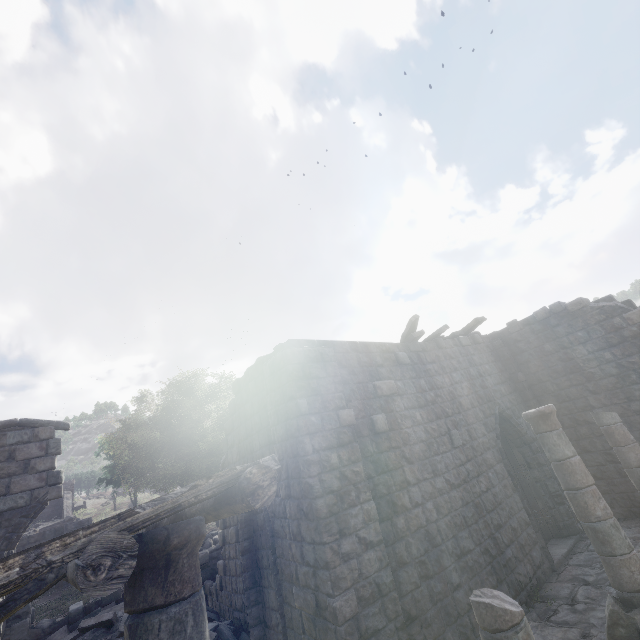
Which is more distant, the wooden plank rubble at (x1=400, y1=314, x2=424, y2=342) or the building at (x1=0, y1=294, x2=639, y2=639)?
the wooden plank rubble at (x1=400, y1=314, x2=424, y2=342)

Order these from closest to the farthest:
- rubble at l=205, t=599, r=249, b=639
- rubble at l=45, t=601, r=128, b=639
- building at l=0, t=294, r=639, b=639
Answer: building at l=0, t=294, r=639, b=639, rubble at l=205, t=599, r=249, b=639, rubble at l=45, t=601, r=128, b=639

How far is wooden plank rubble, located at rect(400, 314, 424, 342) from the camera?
9.91m

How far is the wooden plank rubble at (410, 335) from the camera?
9.9 meters

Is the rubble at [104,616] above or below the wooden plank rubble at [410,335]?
below

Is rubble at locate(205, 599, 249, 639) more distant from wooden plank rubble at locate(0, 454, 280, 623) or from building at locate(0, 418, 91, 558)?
wooden plank rubble at locate(0, 454, 280, 623)

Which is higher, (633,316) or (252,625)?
(633,316)

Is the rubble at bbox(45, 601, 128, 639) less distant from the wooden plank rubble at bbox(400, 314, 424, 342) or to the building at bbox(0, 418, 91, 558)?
the building at bbox(0, 418, 91, 558)
